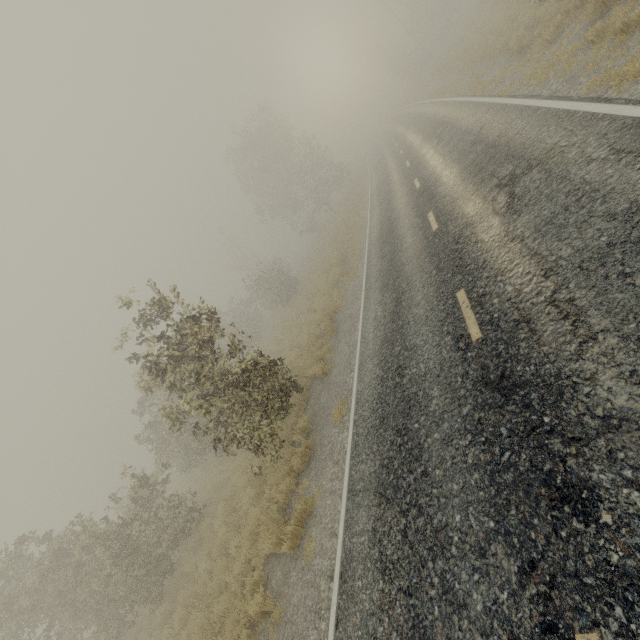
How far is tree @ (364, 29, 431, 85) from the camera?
41.25m

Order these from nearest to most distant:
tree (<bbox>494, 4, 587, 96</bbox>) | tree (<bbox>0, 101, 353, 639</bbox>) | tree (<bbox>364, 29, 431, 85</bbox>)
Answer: tree (<bbox>0, 101, 353, 639</bbox>) < tree (<bbox>494, 4, 587, 96</bbox>) < tree (<bbox>364, 29, 431, 85</bbox>)

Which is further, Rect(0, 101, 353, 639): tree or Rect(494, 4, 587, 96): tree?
Rect(494, 4, 587, 96): tree

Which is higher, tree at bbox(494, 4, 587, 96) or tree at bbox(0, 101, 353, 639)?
tree at bbox(0, 101, 353, 639)

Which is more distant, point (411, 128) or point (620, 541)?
point (411, 128)

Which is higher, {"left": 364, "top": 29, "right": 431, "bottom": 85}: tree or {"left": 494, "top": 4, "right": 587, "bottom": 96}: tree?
{"left": 364, "top": 29, "right": 431, "bottom": 85}: tree

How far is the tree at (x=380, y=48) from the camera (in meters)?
41.25

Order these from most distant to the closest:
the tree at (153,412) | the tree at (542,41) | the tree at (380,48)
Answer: the tree at (380,48) → the tree at (542,41) → the tree at (153,412)
